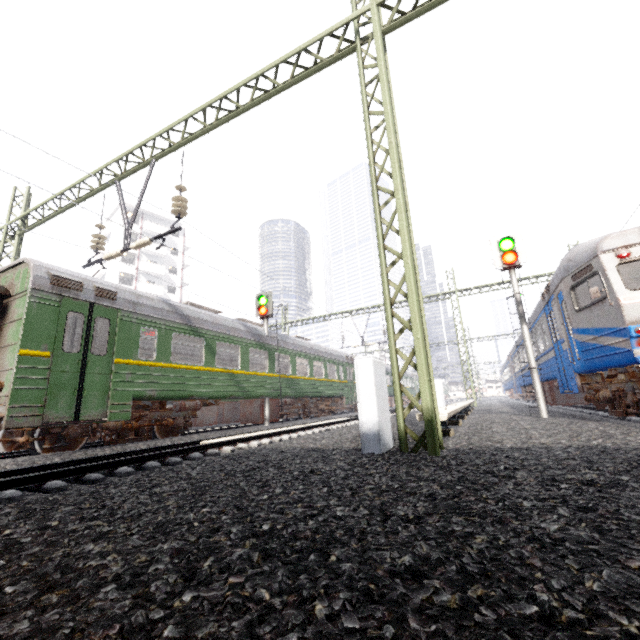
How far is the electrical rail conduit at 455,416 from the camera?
5.6m

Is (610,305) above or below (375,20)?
below

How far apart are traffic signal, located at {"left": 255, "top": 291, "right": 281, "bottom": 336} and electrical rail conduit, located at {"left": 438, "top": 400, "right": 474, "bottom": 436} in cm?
757

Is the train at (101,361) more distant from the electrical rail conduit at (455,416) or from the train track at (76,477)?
the electrical rail conduit at (455,416)

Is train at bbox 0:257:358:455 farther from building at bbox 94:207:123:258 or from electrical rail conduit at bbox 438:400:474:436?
building at bbox 94:207:123:258

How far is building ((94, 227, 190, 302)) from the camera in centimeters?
4153cm

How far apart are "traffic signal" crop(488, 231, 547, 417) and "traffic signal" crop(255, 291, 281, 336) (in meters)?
8.96

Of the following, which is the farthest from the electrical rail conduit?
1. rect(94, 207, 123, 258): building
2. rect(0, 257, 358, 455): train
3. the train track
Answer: rect(94, 207, 123, 258): building
